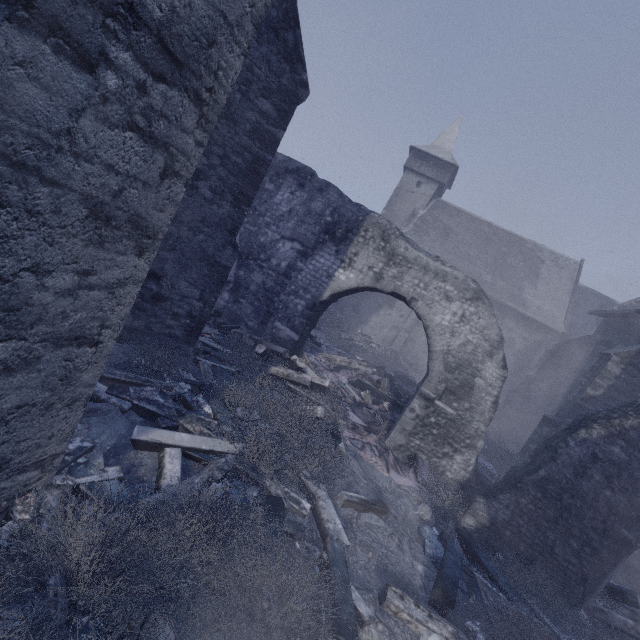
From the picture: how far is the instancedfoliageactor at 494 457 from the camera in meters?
8.1 m

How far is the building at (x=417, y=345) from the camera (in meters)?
24.22

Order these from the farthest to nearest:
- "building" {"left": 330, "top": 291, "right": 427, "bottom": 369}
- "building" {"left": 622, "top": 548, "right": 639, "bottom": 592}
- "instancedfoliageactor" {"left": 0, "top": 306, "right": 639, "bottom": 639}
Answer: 1. "building" {"left": 330, "top": 291, "right": 427, "bottom": 369}
2. "building" {"left": 622, "top": 548, "right": 639, "bottom": 592}
3. "instancedfoliageactor" {"left": 0, "top": 306, "right": 639, "bottom": 639}

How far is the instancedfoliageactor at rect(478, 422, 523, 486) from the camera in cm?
806

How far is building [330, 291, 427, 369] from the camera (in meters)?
24.22

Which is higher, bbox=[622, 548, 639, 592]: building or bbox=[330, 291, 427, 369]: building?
bbox=[330, 291, 427, 369]: building

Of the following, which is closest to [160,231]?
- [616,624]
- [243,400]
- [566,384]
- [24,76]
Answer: [24,76]

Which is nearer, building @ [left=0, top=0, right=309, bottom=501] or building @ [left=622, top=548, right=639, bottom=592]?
building @ [left=0, top=0, right=309, bottom=501]
